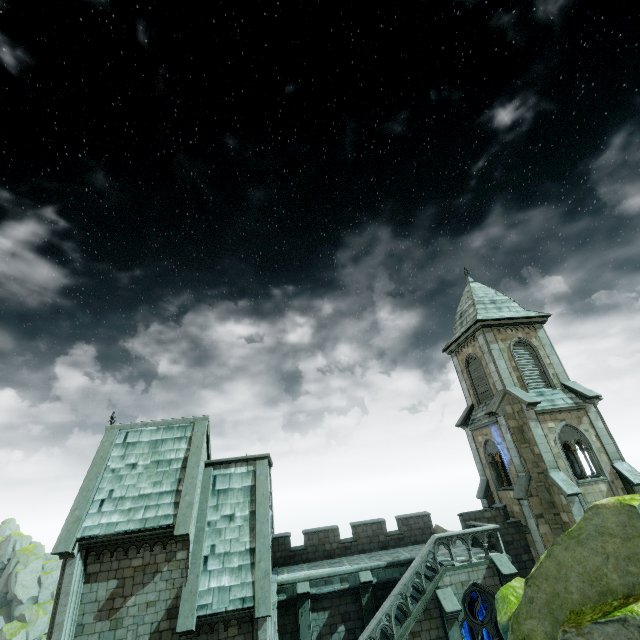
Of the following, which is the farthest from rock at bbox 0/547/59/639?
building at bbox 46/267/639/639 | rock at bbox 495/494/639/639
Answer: rock at bbox 495/494/639/639

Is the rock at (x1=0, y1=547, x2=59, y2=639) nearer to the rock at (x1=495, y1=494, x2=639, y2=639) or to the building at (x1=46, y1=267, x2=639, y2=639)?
the building at (x1=46, y1=267, x2=639, y2=639)

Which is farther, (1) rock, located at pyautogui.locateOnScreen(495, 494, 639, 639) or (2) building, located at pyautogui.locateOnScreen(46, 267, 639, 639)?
(2) building, located at pyautogui.locateOnScreen(46, 267, 639, 639)

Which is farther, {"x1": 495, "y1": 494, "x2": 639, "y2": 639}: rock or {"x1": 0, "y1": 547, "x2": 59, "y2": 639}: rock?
{"x1": 0, "y1": 547, "x2": 59, "y2": 639}: rock

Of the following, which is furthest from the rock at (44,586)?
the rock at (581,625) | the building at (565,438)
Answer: the rock at (581,625)

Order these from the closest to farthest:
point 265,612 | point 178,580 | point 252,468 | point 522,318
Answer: point 265,612 → point 178,580 → point 252,468 → point 522,318
